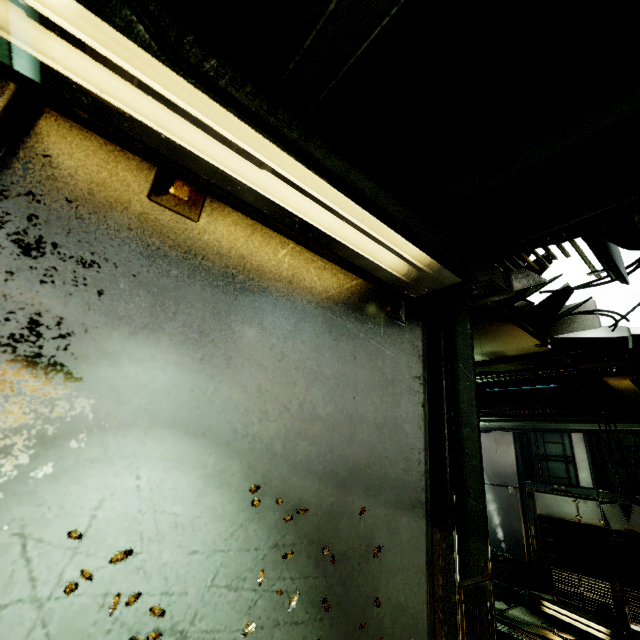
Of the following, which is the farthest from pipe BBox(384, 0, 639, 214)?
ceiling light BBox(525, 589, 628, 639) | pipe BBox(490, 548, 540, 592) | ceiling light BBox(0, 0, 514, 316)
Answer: pipe BBox(490, 548, 540, 592)

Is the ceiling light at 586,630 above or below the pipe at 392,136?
below

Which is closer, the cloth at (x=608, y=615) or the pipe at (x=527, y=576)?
the cloth at (x=608, y=615)

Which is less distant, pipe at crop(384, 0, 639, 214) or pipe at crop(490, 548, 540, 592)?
pipe at crop(384, 0, 639, 214)

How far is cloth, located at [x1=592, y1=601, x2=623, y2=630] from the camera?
6.9m

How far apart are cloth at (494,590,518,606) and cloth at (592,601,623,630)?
1.4 meters

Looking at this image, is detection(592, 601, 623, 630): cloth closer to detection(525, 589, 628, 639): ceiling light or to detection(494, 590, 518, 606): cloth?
detection(525, 589, 628, 639): ceiling light

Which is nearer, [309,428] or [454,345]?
[309,428]
